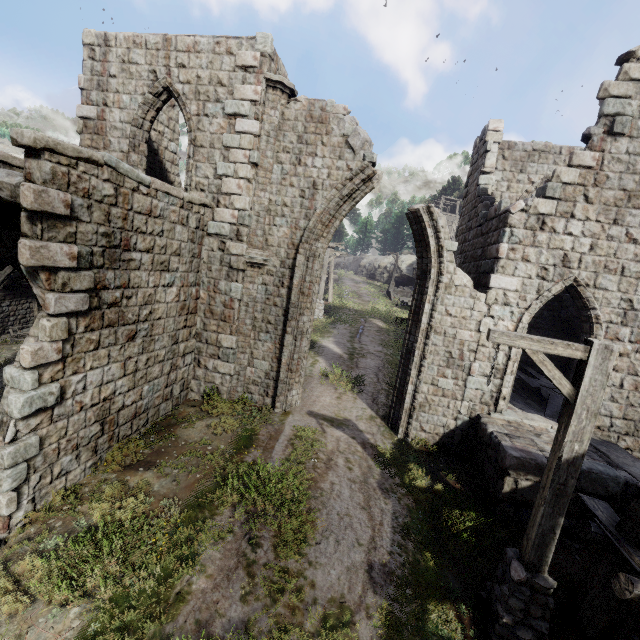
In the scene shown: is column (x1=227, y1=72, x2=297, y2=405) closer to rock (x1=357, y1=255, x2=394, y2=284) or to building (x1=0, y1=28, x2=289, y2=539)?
building (x1=0, y1=28, x2=289, y2=539)

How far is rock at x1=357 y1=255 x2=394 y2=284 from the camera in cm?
4697

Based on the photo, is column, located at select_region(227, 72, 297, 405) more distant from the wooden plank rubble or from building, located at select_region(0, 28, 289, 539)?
the wooden plank rubble

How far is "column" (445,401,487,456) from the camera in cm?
927

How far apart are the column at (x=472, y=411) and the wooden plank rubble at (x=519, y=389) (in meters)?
1.15

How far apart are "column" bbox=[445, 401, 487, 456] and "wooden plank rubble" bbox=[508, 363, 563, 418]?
1.15m

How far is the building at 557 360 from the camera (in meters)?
8.98

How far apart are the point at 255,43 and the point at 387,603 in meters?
12.9 m
